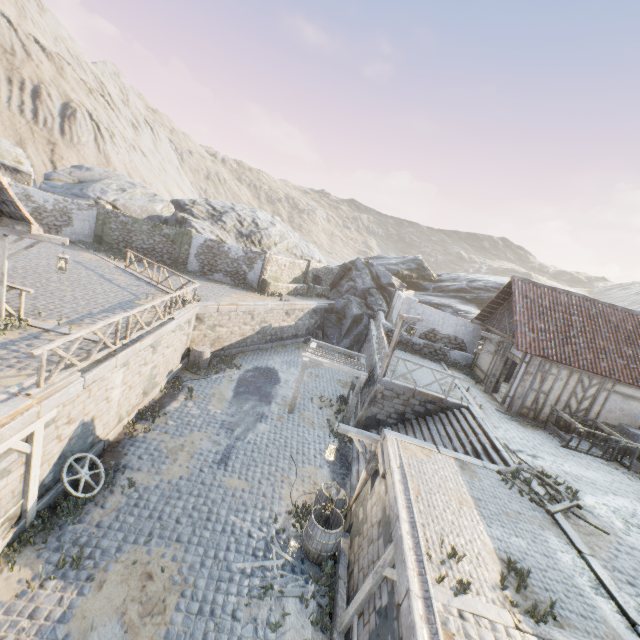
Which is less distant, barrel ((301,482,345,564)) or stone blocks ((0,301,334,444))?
stone blocks ((0,301,334,444))

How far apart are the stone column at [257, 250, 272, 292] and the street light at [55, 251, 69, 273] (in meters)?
14.89

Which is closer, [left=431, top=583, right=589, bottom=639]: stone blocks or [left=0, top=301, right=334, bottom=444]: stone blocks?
[left=431, top=583, right=589, bottom=639]: stone blocks

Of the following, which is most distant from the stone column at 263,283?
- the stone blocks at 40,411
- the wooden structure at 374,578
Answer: the wooden structure at 374,578

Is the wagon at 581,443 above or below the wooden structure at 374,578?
above

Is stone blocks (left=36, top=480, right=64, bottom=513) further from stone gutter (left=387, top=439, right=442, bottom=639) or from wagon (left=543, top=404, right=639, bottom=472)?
wagon (left=543, top=404, right=639, bottom=472)

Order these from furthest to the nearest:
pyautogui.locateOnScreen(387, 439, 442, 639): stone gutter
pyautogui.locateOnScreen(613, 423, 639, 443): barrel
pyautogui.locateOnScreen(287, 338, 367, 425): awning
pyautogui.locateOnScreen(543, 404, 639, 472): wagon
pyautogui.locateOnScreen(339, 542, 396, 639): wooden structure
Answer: pyautogui.locateOnScreen(287, 338, 367, 425): awning
pyautogui.locateOnScreen(613, 423, 639, 443): barrel
pyautogui.locateOnScreen(543, 404, 639, 472): wagon
pyautogui.locateOnScreen(339, 542, 396, 639): wooden structure
pyautogui.locateOnScreen(387, 439, 442, 639): stone gutter

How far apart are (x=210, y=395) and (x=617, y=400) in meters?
18.0 m
